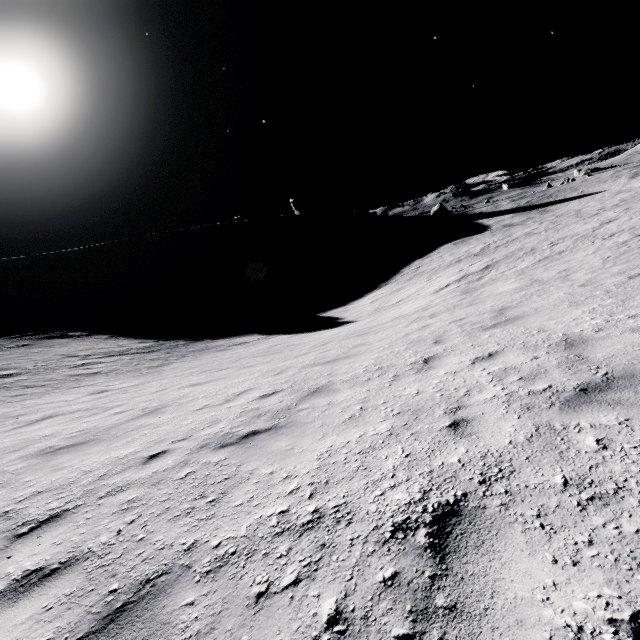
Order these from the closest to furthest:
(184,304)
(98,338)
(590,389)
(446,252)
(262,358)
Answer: (590,389) < (262,358) < (98,338) < (446,252) < (184,304)
